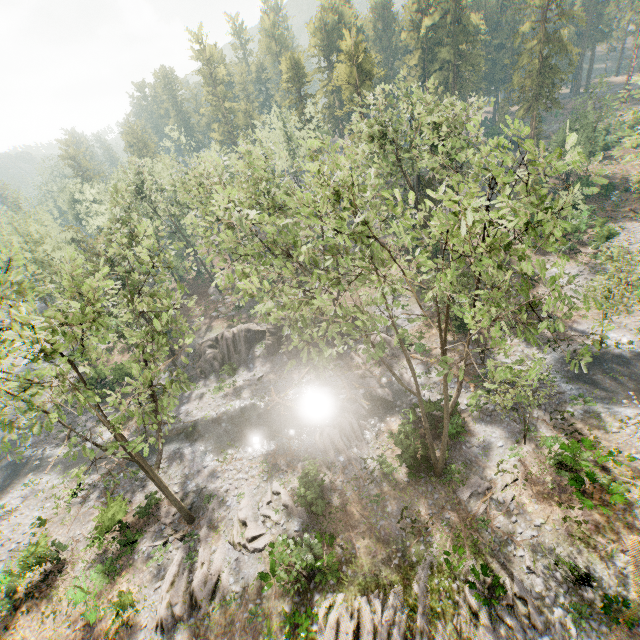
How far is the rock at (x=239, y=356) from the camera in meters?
34.2

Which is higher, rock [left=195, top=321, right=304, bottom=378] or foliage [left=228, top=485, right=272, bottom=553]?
rock [left=195, top=321, right=304, bottom=378]

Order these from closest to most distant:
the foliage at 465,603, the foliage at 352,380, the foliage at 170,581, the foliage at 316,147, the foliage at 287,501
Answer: the foliage at 316,147 → the foliage at 465,603 → the foliage at 170,581 → the foliage at 287,501 → the foliage at 352,380

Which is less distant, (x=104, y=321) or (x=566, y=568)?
(x=104, y=321)

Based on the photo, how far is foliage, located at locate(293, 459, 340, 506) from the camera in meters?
20.2 m

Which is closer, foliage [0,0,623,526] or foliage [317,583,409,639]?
foliage [0,0,623,526]
